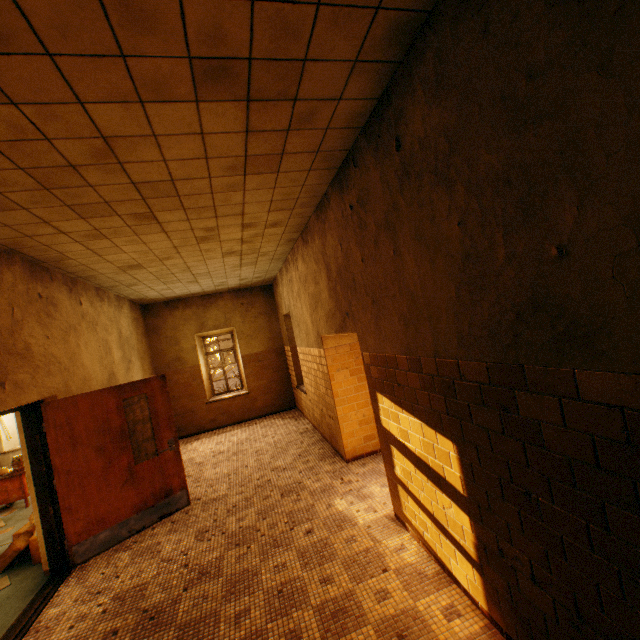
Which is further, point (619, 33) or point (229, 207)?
point (229, 207)

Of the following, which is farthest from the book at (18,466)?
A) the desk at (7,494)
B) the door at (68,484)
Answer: the door at (68,484)

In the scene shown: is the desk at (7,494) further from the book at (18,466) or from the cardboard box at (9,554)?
the cardboard box at (9,554)

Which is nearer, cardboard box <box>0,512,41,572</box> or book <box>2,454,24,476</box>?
cardboard box <box>0,512,41,572</box>

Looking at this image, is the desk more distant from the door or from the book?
the door

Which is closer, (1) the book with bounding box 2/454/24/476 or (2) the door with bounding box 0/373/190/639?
(2) the door with bounding box 0/373/190/639

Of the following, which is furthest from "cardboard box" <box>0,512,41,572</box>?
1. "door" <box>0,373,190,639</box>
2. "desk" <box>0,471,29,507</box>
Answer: "desk" <box>0,471,29,507</box>
